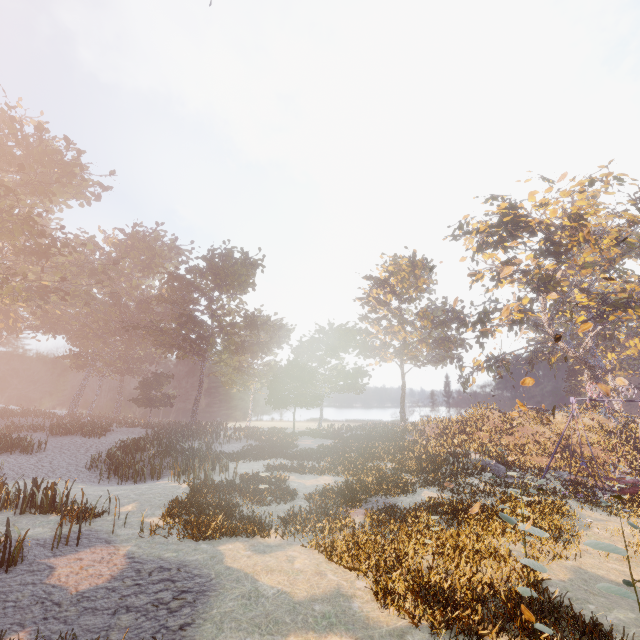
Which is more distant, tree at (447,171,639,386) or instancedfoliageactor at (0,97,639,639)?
tree at (447,171,639,386)

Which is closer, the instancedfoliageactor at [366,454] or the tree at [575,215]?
the instancedfoliageactor at [366,454]

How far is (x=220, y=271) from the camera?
45.8m
